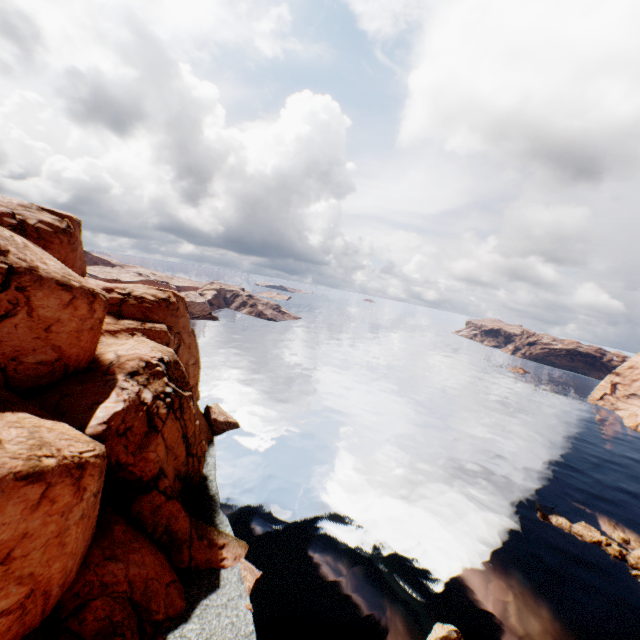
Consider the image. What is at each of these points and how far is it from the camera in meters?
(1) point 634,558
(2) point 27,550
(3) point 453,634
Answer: (1) rock, 37.8 m
(2) rock, 16.6 m
(3) rock, 25.8 m

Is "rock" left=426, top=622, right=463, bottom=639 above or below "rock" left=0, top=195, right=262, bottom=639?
below

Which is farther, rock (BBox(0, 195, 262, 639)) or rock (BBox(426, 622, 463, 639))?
Answer: rock (BBox(426, 622, 463, 639))

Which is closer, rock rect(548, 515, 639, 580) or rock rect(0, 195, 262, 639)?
rock rect(0, 195, 262, 639)

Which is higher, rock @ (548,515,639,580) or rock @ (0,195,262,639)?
rock @ (0,195,262,639)

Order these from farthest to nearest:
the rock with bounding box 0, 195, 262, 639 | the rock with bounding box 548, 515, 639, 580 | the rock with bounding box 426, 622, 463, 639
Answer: the rock with bounding box 548, 515, 639, 580 → the rock with bounding box 426, 622, 463, 639 → the rock with bounding box 0, 195, 262, 639

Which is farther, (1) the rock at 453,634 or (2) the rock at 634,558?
(2) the rock at 634,558

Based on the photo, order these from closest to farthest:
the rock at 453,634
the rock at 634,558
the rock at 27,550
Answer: the rock at 27,550 < the rock at 453,634 < the rock at 634,558
